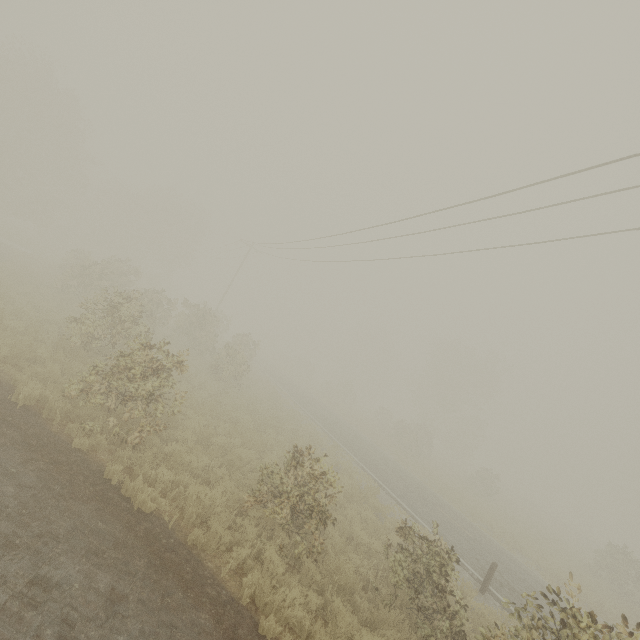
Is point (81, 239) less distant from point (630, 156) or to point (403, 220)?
point (403, 220)

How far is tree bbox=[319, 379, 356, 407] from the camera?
46.3 meters

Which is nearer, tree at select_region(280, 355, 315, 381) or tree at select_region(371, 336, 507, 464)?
tree at select_region(371, 336, 507, 464)

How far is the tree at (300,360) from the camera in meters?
54.1

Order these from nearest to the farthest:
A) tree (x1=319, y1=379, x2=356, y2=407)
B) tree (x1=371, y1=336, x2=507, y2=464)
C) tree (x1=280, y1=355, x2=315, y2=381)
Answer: tree (x1=371, y1=336, x2=507, y2=464), tree (x1=319, y1=379, x2=356, y2=407), tree (x1=280, y1=355, x2=315, y2=381)

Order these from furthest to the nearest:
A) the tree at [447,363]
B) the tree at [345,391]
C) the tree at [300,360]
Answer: the tree at [300,360] → the tree at [345,391] → the tree at [447,363]
